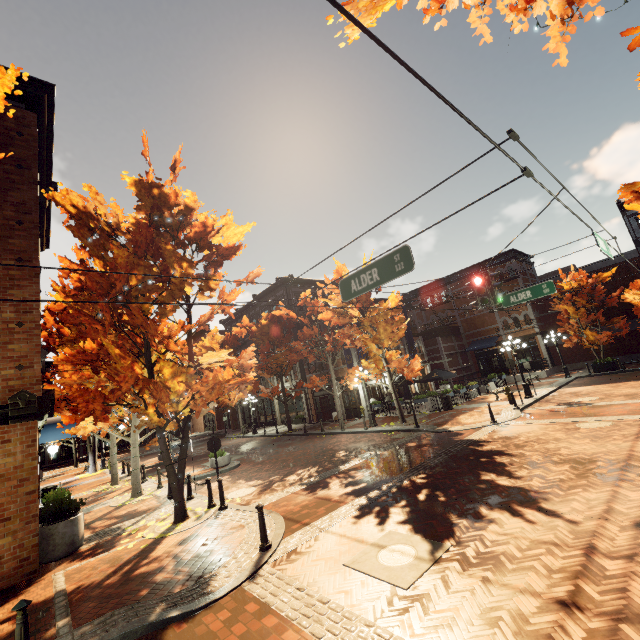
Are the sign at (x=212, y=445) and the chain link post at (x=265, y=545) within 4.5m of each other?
yes

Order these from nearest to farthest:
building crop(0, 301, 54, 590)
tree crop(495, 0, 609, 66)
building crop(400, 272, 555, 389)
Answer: tree crop(495, 0, 609, 66) < building crop(0, 301, 54, 590) < building crop(400, 272, 555, 389)

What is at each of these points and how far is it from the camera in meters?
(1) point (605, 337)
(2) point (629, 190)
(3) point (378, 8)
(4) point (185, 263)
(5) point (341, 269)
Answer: (1) tree, 22.5
(2) tree, 2.8
(3) tree, 5.8
(4) tree, 9.7
(5) tree, 18.9

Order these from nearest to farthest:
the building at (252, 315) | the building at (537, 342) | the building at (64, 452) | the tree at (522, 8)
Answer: the tree at (522, 8) < the building at (537, 342) < the building at (252, 315) < the building at (64, 452)

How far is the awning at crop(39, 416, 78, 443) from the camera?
17.2m

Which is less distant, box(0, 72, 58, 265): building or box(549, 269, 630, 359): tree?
box(0, 72, 58, 265): building

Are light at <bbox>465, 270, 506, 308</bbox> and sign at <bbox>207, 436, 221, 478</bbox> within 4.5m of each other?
no
